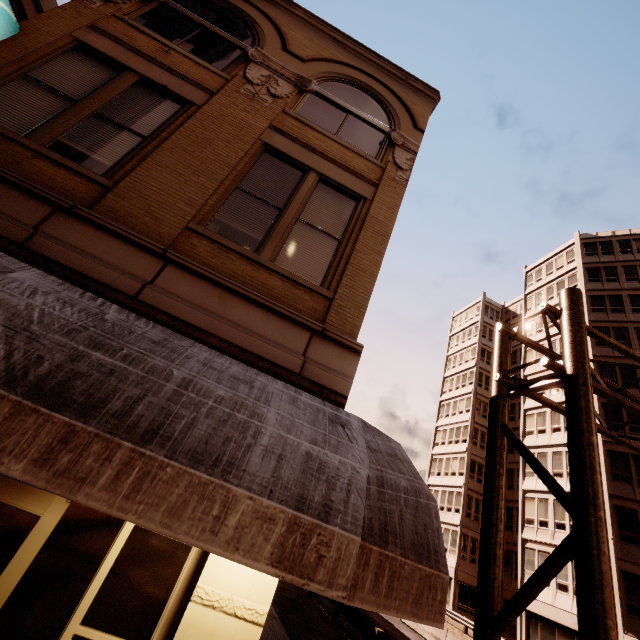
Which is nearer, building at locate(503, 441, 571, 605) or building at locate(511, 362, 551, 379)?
building at locate(503, 441, 571, 605)

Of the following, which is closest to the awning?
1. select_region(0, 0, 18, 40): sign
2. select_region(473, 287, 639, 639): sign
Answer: select_region(0, 0, 18, 40): sign

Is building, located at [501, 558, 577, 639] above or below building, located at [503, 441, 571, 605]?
below

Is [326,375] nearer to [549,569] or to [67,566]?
[67,566]

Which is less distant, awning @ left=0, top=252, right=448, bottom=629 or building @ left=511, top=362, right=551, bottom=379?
awning @ left=0, top=252, right=448, bottom=629

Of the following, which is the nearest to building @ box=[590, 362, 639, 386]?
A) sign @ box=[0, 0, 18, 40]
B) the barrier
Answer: the barrier

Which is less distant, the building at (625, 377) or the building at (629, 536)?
the building at (629, 536)

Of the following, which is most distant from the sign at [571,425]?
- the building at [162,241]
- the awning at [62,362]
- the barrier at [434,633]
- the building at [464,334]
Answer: the barrier at [434,633]
